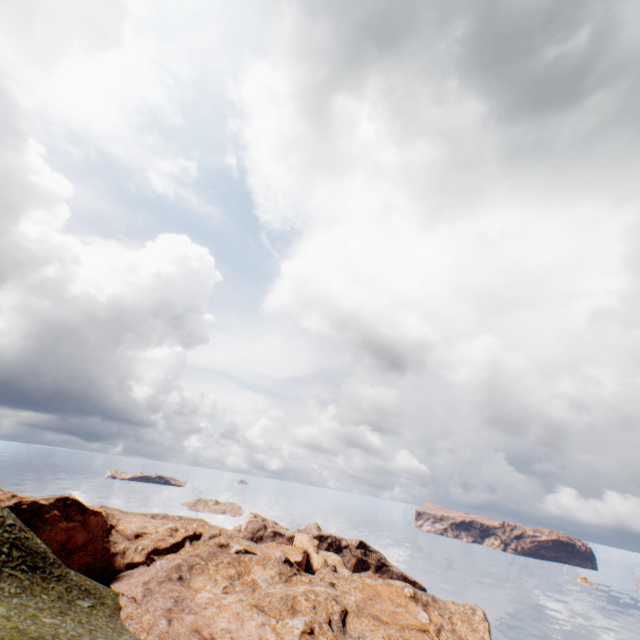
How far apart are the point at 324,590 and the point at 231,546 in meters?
22.0 m
